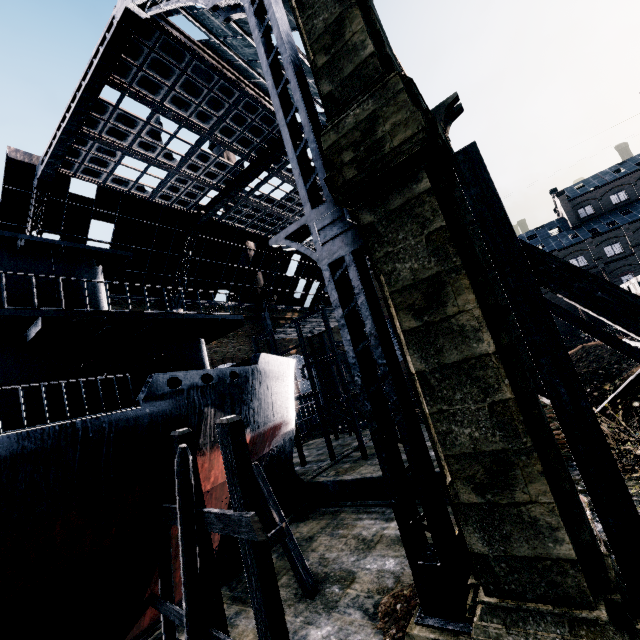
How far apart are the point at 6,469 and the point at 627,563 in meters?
11.3

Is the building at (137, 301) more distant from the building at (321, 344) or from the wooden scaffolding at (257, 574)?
the wooden scaffolding at (257, 574)

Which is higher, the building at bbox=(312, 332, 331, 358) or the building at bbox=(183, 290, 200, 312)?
the building at bbox=(183, 290, 200, 312)

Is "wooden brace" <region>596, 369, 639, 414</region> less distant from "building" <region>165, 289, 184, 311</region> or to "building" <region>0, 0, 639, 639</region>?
"building" <region>165, 289, 184, 311</region>

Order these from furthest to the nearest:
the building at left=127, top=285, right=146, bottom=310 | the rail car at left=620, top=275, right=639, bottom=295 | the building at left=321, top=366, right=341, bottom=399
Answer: the building at left=321, top=366, right=341, bottom=399, the building at left=127, top=285, right=146, bottom=310, the rail car at left=620, top=275, right=639, bottom=295

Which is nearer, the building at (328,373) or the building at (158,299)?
the building at (158,299)

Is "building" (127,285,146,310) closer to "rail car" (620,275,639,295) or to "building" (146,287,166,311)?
"building" (146,287,166,311)
